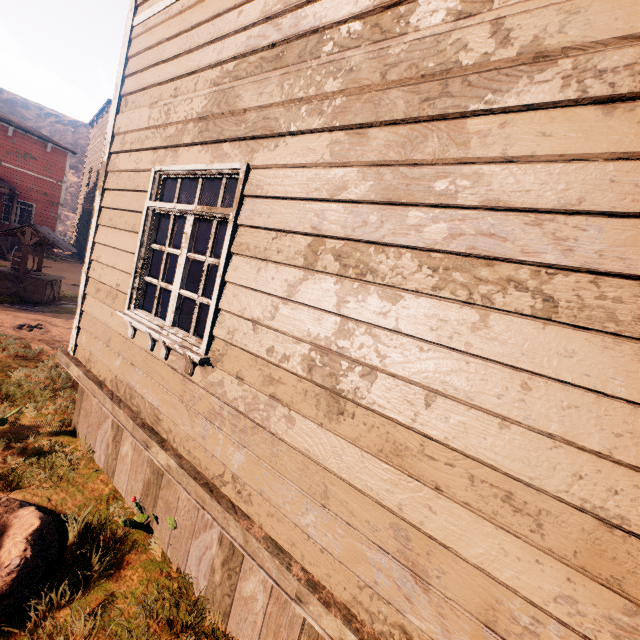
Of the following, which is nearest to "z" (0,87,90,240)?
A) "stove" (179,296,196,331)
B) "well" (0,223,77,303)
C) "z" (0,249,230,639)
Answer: "z" (0,249,230,639)

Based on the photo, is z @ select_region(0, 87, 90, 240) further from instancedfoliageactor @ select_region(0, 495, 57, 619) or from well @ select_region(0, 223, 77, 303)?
instancedfoliageactor @ select_region(0, 495, 57, 619)

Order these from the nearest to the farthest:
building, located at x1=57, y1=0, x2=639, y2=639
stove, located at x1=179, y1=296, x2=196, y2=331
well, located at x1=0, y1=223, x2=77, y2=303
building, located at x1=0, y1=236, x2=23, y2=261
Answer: building, located at x1=57, y1=0, x2=639, y2=639 → stove, located at x1=179, y1=296, x2=196, y2=331 → well, located at x1=0, y1=223, x2=77, y2=303 → building, located at x1=0, y1=236, x2=23, y2=261

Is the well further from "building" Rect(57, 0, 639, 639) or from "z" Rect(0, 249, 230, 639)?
Result: "building" Rect(57, 0, 639, 639)

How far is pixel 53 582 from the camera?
2.36m

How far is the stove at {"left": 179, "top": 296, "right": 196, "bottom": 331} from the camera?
4.3 meters

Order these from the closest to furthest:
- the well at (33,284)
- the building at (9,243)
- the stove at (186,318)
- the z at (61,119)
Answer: the stove at (186,318) < the well at (33,284) < the building at (9,243) < the z at (61,119)

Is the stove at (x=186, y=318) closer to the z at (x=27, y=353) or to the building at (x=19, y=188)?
the building at (x=19, y=188)
